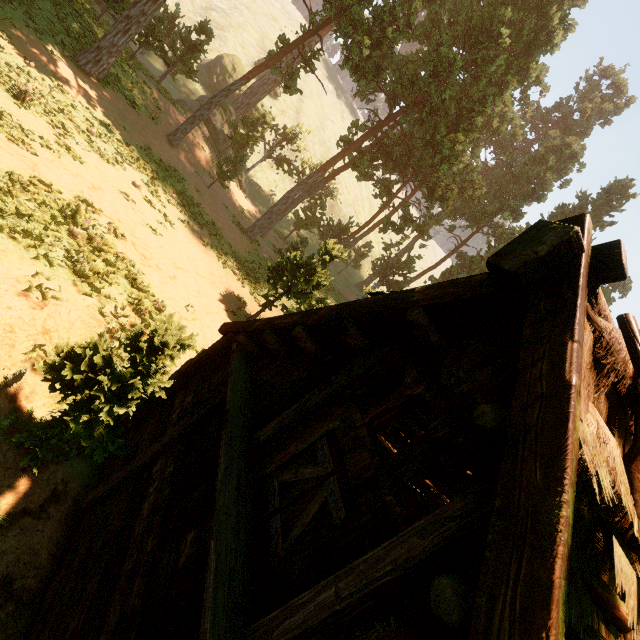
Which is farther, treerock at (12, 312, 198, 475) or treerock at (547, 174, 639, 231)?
treerock at (547, 174, 639, 231)

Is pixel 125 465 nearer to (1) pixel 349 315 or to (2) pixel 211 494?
(2) pixel 211 494

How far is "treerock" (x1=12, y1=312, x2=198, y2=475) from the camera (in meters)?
4.81

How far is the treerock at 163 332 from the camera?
4.8 meters

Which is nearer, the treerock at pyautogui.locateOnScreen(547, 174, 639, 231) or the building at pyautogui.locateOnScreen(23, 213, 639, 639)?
the building at pyautogui.locateOnScreen(23, 213, 639, 639)

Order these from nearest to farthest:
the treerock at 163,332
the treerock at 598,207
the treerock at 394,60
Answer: the treerock at 163,332 → the treerock at 394,60 → the treerock at 598,207
